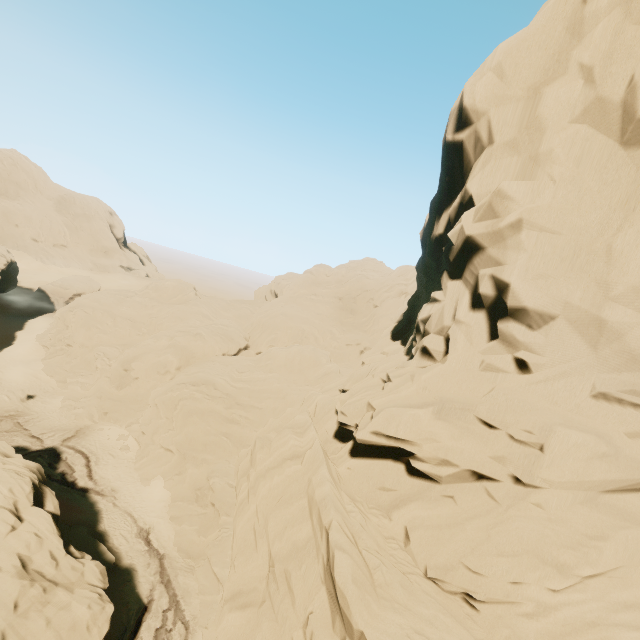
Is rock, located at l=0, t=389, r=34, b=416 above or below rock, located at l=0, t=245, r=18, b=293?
below

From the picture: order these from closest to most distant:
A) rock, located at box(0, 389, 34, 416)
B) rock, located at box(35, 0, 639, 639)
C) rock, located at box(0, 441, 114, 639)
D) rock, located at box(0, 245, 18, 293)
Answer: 1. rock, located at box(35, 0, 639, 639)
2. rock, located at box(0, 441, 114, 639)
3. rock, located at box(0, 389, 34, 416)
4. rock, located at box(0, 245, 18, 293)

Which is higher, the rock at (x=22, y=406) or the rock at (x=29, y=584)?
the rock at (x=29, y=584)

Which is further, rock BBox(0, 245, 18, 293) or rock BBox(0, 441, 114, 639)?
rock BBox(0, 245, 18, 293)

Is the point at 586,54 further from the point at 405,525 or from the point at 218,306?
the point at 218,306

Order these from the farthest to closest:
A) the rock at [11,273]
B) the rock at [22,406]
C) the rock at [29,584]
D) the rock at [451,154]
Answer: the rock at [11,273] < the rock at [22,406] < the rock at [29,584] < the rock at [451,154]
